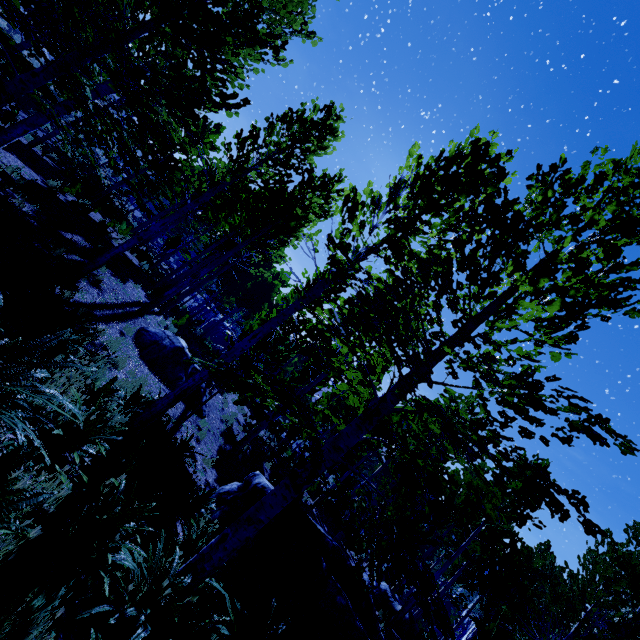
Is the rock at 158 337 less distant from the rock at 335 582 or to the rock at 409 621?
the rock at 335 582

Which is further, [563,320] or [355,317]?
[355,317]

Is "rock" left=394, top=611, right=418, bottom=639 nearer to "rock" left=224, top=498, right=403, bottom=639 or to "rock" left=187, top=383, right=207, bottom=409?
"rock" left=224, top=498, right=403, bottom=639

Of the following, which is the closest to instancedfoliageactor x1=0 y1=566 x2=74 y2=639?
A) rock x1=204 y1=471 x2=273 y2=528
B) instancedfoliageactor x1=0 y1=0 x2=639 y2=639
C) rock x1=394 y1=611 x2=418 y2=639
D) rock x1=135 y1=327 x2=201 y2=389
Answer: instancedfoliageactor x1=0 y1=0 x2=639 y2=639

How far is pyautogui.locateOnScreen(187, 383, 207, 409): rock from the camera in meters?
11.2 m

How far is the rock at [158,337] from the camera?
10.09m
